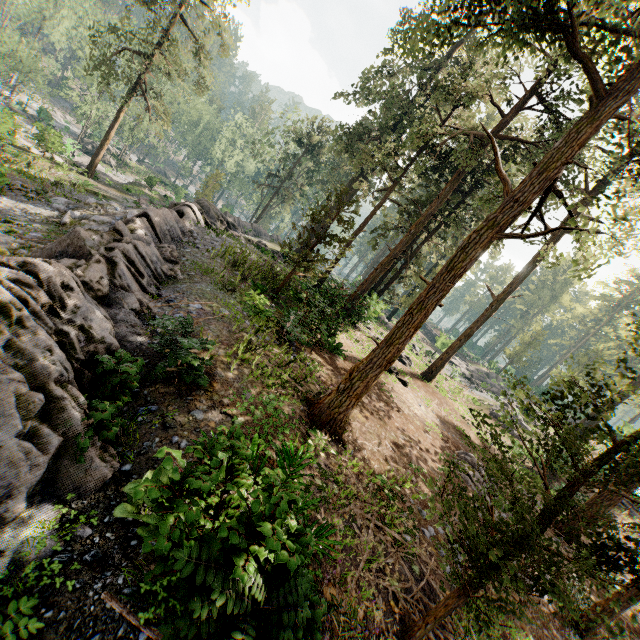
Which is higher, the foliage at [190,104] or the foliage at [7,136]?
the foliage at [190,104]

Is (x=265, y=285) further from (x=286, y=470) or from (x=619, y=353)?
(x=619, y=353)

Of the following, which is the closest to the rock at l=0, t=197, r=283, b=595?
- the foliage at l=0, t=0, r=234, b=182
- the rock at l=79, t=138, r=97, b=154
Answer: the foliage at l=0, t=0, r=234, b=182

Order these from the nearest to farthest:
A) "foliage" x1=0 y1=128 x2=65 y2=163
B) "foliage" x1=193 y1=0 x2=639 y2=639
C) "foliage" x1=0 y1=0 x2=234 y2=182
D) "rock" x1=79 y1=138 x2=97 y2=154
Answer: "foliage" x1=193 y1=0 x2=639 y2=639 → "foliage" x1=0 y1=128 x2=65 y2=163 → "foliage" x1=0 y1=0 x2=234 y2=182 → "rock" x1=79 y1=138 x2=97 y2=154

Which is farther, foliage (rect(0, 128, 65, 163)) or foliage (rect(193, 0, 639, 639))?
foliage (rect(0, 128, 65, 163))

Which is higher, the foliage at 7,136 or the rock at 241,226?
the rock at 241,226

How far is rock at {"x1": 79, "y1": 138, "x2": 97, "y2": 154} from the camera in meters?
46.0 m
